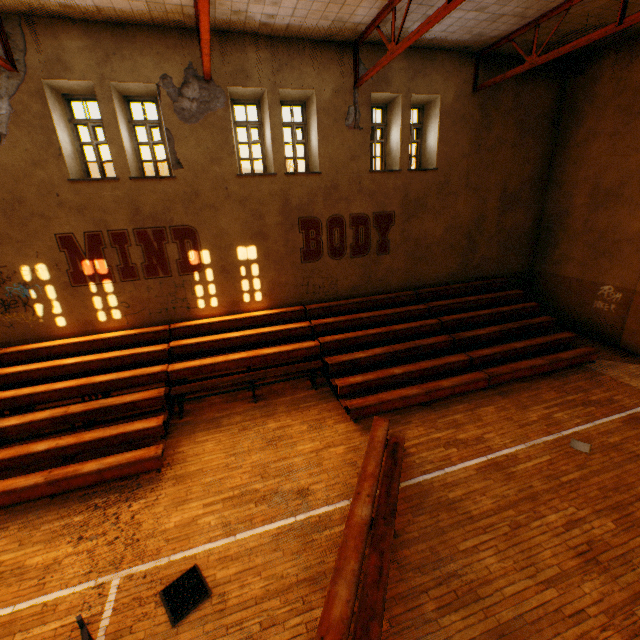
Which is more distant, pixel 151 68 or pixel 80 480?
pixel 151 68

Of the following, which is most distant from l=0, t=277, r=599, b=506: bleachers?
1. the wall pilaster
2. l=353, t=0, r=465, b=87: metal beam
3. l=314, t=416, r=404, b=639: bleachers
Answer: l=353, t=0, r=465, b=87: metal beam

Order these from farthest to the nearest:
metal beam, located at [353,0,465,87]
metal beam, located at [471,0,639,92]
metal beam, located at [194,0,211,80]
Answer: metal beam, located at [471,0,639,92] < metal beam, located at [353,0,465,87] < metal beam, located at [194,0,211,80]

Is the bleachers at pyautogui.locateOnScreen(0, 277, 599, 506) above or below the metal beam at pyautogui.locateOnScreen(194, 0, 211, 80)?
below

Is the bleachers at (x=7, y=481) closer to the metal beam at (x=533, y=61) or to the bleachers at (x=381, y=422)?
the bleachers at (x=381, y=422)

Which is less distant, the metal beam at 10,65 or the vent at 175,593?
the vent at 175,593

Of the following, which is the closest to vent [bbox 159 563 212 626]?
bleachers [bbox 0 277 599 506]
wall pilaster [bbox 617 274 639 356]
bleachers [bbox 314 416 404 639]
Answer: bleachers [bbox 314 416 404 639]

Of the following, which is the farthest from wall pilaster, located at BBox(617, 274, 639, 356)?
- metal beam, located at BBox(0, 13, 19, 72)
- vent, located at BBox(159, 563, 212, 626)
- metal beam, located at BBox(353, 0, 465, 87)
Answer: metal beam, located at BBox(0, 13, 19, 72)
